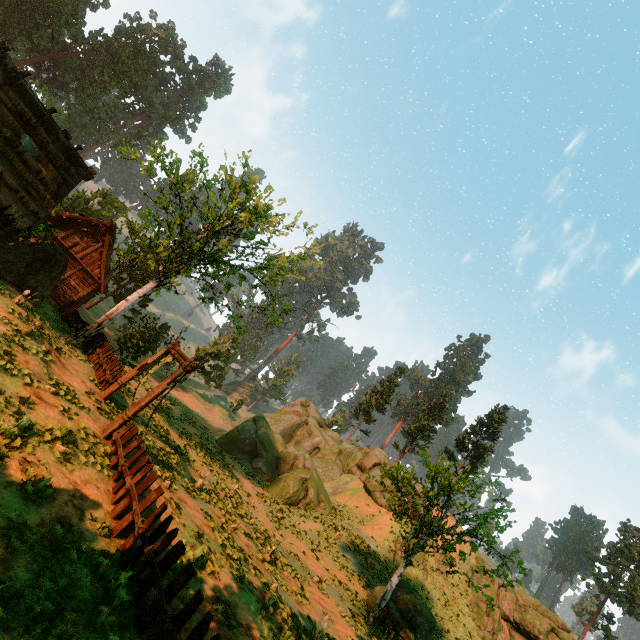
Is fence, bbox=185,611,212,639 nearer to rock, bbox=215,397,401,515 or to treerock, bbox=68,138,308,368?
treerock, bbox=68,138,308,368

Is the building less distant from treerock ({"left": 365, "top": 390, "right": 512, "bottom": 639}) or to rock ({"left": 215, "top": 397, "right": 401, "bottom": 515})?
treerock ({"left": 365, "top": 390, "right": 512, "bottom": 639})

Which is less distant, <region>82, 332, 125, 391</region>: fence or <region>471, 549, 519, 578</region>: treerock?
<region>82, 332, 125, 391</region>: fence

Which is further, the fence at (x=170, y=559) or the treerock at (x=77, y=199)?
the treerock at (x=77, y=199)

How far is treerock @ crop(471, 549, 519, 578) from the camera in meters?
16.9 m

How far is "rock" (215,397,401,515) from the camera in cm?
2977

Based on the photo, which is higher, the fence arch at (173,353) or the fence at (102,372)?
the fence arch at (173,353)

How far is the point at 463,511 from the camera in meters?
18.6
